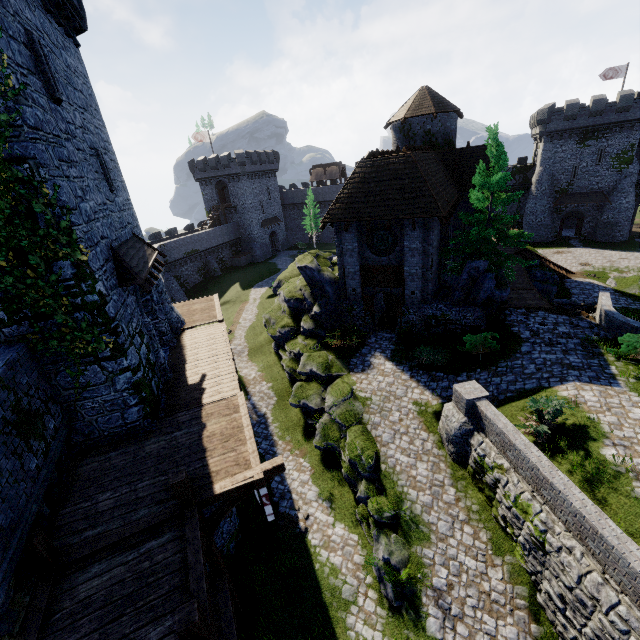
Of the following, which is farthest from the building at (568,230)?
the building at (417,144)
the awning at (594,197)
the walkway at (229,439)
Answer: the walkway at (229,439)

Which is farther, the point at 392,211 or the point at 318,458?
the point at 392,211

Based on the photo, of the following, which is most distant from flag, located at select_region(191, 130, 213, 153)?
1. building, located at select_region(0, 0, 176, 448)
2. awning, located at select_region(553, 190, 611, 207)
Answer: awning, located at select_region(553, 190, 611, 207)

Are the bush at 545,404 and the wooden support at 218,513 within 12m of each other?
yes

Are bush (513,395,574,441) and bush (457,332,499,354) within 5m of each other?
yes

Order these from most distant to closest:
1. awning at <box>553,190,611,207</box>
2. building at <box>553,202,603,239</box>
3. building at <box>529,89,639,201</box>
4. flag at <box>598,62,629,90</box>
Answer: building at <box>553,202,603,239</box>
flag at <box>598,62,629,90</box>
awning at <box>553,190,611,207</box>
building at <box>529,89,639,201</box>

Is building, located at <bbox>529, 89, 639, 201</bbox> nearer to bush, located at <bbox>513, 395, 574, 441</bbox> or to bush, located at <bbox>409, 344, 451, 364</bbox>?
bush, located at <bbox>409, 344, 451, 364</bbox>

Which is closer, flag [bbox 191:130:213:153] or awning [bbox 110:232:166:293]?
awning [bbox 110:232:166:293]
